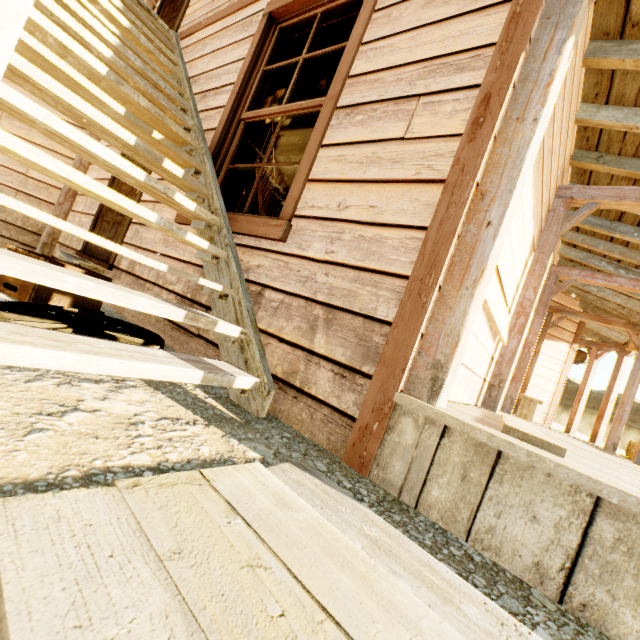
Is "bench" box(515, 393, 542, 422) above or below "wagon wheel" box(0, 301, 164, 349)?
above

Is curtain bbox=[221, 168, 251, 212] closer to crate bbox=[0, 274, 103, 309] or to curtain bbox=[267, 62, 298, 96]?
curtain bbox=[267, 62, 298, 96]

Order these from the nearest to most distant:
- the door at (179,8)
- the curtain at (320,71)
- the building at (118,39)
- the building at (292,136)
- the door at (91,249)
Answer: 1. the building at (118,39)
2. the curtain at (320,71)
3. the door at (91,249)
4. the door at (179,8)
5. the building at (292,136)

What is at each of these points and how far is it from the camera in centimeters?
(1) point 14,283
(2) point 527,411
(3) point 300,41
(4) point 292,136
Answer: (1) crate, 237cm
(2) bench, 595cm
(3) curtain, 316cm
(4) building, 1069cm

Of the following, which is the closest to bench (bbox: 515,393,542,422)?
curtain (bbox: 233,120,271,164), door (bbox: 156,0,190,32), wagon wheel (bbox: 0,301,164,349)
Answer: curtain (bbox: 233,120,271,164)

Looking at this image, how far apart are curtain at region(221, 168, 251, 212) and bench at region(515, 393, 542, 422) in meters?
5.6

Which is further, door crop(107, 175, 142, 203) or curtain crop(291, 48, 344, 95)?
door crop(107, 175, 142, 203)

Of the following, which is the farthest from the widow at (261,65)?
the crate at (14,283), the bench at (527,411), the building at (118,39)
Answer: the bench at (527,411)
